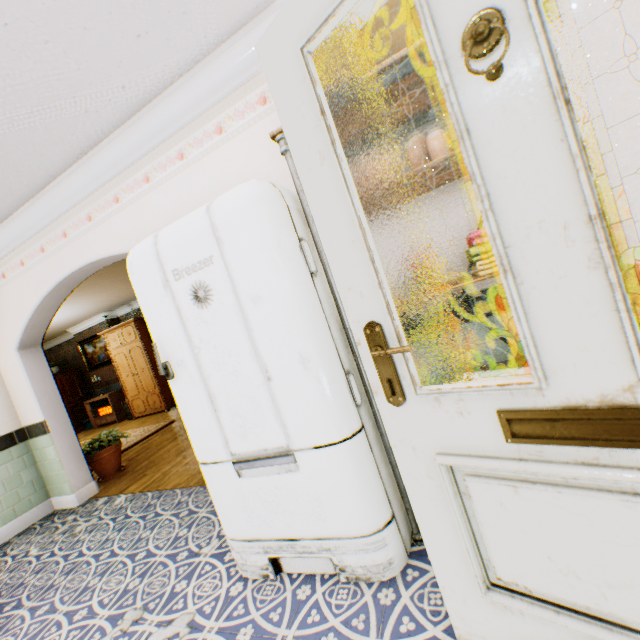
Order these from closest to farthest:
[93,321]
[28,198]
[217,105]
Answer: [217,105], [28,198], [93,321]

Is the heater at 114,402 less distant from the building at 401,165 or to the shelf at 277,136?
the building at 401,165

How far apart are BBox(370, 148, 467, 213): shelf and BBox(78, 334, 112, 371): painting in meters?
9.9 m

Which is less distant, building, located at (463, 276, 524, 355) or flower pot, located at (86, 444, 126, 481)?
building, located at (463, 276, 524, 355)

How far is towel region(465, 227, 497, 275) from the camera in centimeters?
147cm

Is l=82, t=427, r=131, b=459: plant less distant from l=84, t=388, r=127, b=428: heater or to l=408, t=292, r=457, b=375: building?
l=408, t=292, r=457, b=375: building

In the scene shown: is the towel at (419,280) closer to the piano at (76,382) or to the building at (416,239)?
the building at (416,239)

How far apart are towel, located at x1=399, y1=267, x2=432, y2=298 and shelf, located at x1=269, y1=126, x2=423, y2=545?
0.1m
